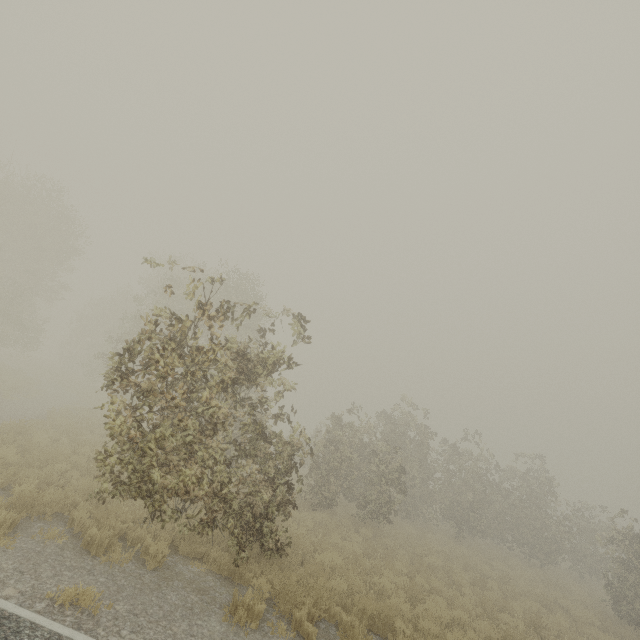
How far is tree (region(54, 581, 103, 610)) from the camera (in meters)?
4.85

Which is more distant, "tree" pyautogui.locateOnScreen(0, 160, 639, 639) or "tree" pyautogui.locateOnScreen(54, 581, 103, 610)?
"tree" pyautogui.locateOnScreen(0, 160, 639, 639)

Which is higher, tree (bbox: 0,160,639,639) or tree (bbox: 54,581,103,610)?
tree (bbox: 0,160,639,639)

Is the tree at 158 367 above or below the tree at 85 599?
above

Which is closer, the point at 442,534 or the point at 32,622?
the point at 32,622

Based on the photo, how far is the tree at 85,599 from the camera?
4.85m
